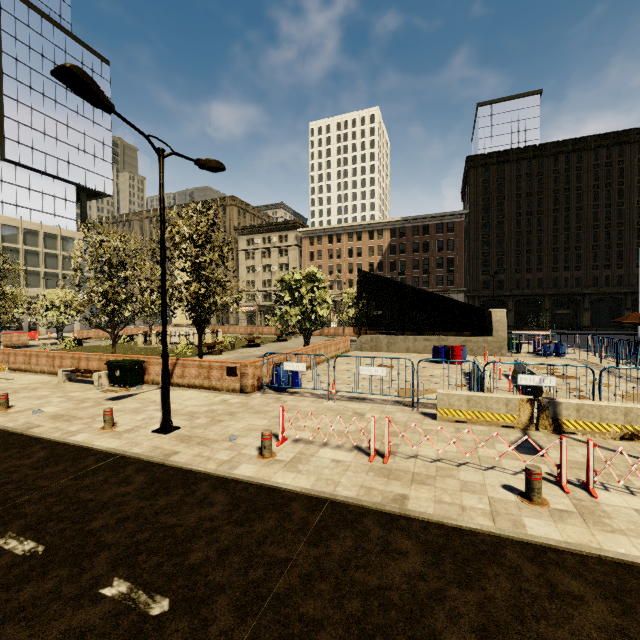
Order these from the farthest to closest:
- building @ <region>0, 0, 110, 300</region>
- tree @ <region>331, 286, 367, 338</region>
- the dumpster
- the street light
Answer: building @ <region>0, 0, 110, 300</region> < tree @ <region>331, 286, 367, 338</region> < the dumpster < the street light

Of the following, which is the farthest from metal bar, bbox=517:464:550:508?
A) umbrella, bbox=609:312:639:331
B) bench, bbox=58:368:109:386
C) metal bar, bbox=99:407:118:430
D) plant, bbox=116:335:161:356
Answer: umbrella, bbox=609:312:639:331

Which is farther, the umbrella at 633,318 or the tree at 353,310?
the tree at 353,310

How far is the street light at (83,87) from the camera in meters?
6.4 m

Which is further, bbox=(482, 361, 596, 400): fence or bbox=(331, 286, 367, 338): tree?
bbox=(331, 286, 367, 338): tree

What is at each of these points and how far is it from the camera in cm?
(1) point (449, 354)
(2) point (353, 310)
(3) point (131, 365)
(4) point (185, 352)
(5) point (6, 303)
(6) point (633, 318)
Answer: (1) barrel, 1945
(2) tree, 3145
(3) dumpster, 1339
(4) plant, 2311
(5) tree, 2211
(6) umbrella, 2200

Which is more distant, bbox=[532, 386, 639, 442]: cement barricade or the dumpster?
the dumpster

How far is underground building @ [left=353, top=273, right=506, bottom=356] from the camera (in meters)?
22.27
